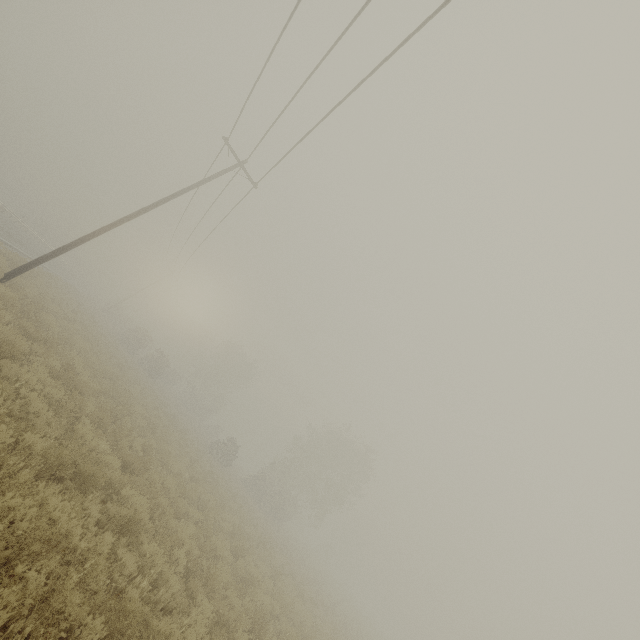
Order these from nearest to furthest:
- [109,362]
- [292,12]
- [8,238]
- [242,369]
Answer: [292,12] → [109,362] → [8,238] → [242,369]
